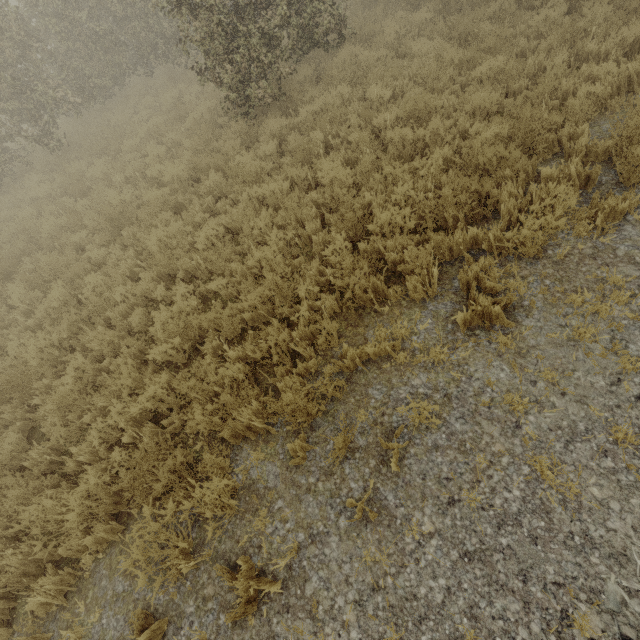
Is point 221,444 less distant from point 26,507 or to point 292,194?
point 26,507
